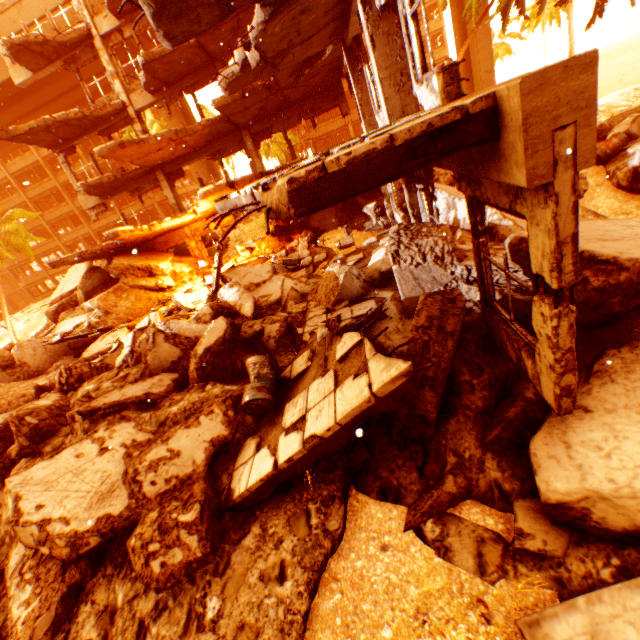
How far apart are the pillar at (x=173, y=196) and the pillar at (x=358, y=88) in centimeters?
1066cm

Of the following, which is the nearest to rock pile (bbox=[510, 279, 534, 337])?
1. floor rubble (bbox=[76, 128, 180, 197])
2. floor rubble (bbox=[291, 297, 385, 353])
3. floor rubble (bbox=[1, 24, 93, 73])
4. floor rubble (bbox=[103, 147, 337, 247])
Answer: floor rubble (bbox=[291, 297, 385, 353])

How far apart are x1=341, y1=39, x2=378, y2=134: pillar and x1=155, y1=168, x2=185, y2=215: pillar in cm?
1066

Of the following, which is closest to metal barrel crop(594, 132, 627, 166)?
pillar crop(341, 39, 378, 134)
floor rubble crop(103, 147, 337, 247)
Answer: pillar crop(341, 39, 378, 134)

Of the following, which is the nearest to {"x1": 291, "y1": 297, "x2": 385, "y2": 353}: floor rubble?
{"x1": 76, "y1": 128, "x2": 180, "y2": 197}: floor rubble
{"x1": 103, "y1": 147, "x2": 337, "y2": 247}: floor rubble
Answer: {"x1": 103, "y1": 147, "x2": 337, "y2": 247}: floor rubble

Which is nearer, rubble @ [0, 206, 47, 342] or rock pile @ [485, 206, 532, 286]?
rock pile @ [485, 206, 532, 286]

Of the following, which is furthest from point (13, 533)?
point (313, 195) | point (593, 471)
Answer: point (593, 471)

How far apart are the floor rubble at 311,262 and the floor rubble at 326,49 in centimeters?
538cm
